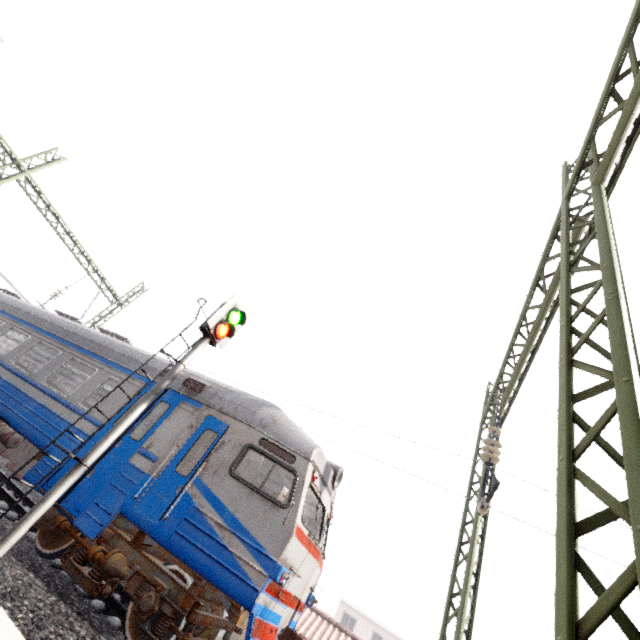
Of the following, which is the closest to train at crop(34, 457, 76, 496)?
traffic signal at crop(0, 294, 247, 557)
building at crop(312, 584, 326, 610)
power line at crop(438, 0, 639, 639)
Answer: traffic signal at crop(0, 294, 247, 557)

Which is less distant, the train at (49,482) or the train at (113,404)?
the train at (49,482)

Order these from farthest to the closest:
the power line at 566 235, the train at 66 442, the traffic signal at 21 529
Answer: the train at 66 442 < the traffic signal at 21 529 < the power line at 566 235

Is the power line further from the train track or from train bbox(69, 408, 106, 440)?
train bbox(69, 408, 106, 440)

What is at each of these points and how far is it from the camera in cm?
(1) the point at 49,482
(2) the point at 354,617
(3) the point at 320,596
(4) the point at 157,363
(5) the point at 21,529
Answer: A:
(1) train, 646
(2) building, 3456
(3) building, 3988
(4) train, 858
(5) traffic signal, 495

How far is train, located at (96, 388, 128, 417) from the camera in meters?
7.5

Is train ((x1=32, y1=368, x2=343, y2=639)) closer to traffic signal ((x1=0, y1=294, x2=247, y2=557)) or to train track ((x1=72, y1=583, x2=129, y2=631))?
train track ((x1=72, y1=583, x2=129, y2=631))

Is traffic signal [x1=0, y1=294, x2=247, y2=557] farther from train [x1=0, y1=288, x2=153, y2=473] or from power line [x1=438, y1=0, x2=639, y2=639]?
power line [x1=438, y1=0, x2=639, y2=639]
